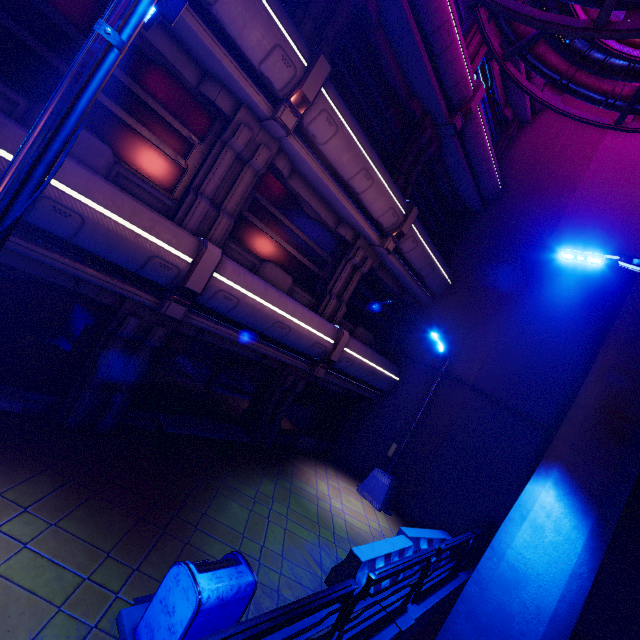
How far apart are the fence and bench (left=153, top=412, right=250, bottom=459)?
3.73m

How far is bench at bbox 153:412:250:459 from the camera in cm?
738

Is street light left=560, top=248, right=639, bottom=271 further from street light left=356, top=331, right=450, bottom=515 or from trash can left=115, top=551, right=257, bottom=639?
trash can left=115, top=551, right=257, bottom=639

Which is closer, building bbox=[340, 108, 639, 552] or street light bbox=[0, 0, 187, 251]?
street light bbox=[0, 0, 187, 251]

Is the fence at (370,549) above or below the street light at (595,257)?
below

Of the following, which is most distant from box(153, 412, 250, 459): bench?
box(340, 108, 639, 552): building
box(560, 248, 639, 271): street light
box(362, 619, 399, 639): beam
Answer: box(560, 248, 639, 271): street light

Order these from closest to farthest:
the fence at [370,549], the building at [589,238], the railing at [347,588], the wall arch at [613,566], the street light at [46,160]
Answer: the street light at [46,160]
the railing at [347,588]
the fence at [370,549]
the wall arch at [613,566]
the building at [589,238]

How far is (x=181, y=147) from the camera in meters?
6.8 m
